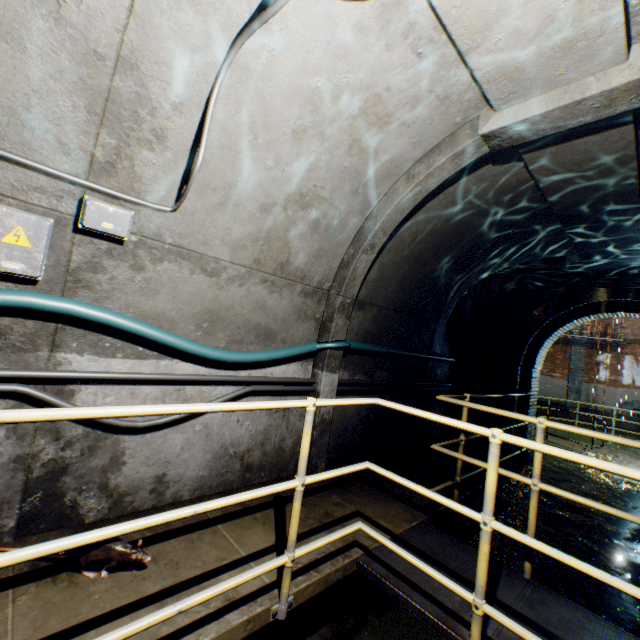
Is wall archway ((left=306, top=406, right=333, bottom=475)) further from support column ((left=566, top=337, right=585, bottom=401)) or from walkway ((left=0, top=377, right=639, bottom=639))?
support column ((left=566, top=337, right=585, bottom=401))

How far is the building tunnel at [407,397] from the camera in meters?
4.4

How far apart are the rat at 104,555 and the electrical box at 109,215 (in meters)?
1.94

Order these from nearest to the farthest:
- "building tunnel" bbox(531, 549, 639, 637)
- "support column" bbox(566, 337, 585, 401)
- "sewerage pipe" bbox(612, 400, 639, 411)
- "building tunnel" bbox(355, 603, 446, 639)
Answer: "building tunnel" bbox(355, 603, 446, 639) < "building tunnel" bbox(531, 549, 639, 637) < "sewerage pipe" bbox(612, 400, 639, 411) < "support column" bbox(566, 337, 585, 401)

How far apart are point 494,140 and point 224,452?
3.9m

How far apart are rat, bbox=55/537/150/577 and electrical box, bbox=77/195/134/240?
1.9 meters

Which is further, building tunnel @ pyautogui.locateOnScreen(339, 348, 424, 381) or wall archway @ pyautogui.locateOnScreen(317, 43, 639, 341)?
building tunnel @ pyautogui.locateOnScreen(339, 348, 424, 381)
